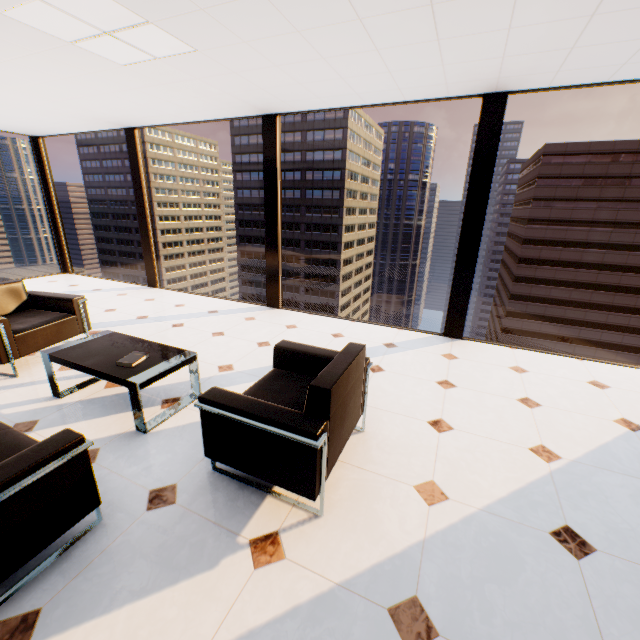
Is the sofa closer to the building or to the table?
the table

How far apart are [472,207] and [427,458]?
3.18m

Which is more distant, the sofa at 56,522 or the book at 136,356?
the book at 136,356

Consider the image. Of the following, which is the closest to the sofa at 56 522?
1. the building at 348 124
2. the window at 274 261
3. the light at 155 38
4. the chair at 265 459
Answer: the chair at 265 459

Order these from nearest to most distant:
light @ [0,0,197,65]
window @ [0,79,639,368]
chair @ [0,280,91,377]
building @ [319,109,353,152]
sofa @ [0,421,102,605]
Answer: sofa @ [0,421,102,605], light @ [0,0,197,65], chair @ [0,280,91,377], window @ [0,79,639,368], building @ [319,109,353,152]

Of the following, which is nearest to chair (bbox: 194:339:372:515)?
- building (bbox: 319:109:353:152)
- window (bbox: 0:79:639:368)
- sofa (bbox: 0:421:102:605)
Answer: sofa (bbox: 0:421:102:605)

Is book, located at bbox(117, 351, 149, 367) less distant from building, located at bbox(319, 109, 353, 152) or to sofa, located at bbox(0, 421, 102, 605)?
sofa, located at bbox(0, 421, 102, 605)

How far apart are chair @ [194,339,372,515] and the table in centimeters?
72cm
